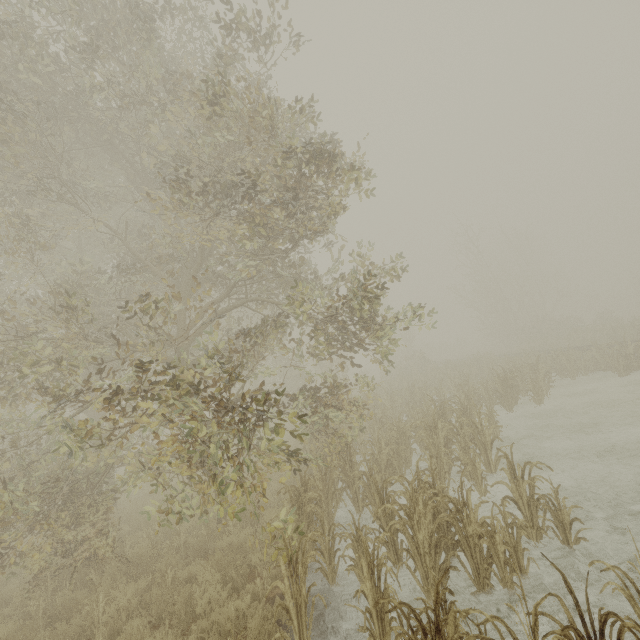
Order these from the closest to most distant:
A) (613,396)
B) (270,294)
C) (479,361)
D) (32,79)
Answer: (32,79) → (270,294) → (613,396) → (479,361)
